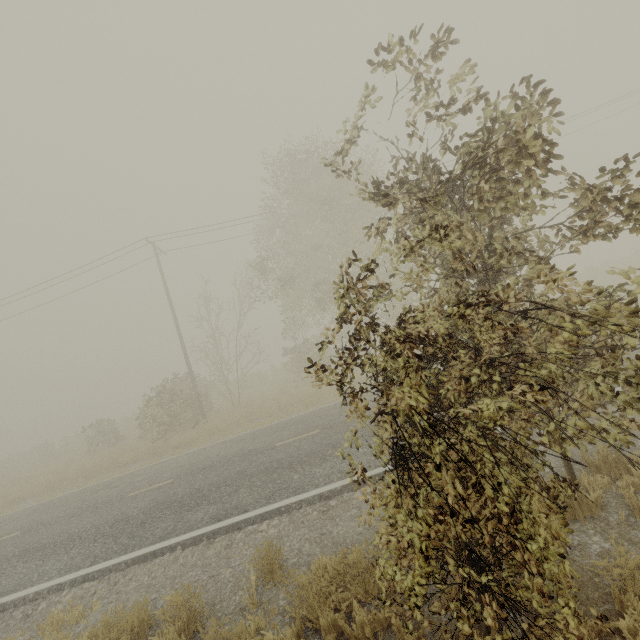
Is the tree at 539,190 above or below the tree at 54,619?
above

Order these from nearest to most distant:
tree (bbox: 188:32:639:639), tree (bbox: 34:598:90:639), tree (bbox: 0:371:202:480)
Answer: tree (bbox: 188:32:639:639) < tree (bbox: 34:598:90:639) < tree (bbox: 0:371:202:480)

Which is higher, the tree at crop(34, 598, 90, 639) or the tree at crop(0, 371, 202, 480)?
the tree at crop(0, 371, 202, 480)

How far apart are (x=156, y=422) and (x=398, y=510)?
19.7 meters

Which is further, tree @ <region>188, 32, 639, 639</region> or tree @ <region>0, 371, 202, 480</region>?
tree @ <region>0, 371, 202, 480</region>

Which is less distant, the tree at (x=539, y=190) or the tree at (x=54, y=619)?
the tree at (x=539, y=190)
